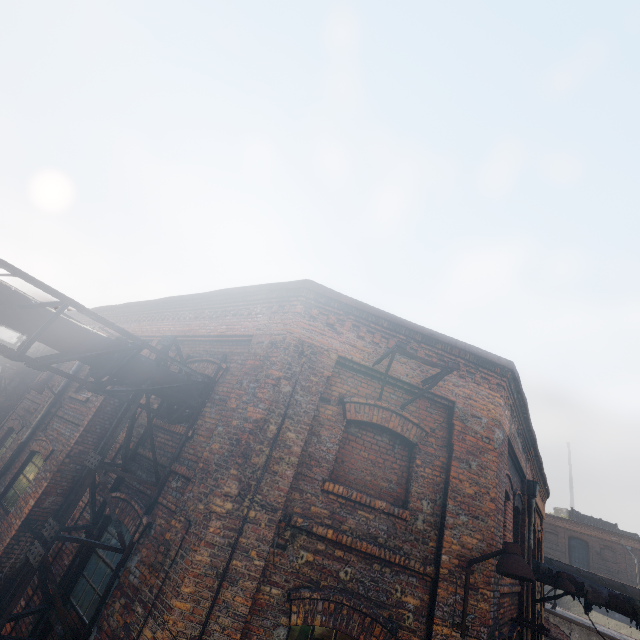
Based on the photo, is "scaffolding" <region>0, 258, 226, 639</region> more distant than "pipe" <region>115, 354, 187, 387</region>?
No

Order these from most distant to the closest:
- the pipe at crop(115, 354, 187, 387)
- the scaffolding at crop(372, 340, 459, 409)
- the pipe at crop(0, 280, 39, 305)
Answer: the pipe at crop(115, 354, 187, 387), the scaffolding at crop(372, 340, 459, 409), the pipe at crop(0, 280, 39, 305)

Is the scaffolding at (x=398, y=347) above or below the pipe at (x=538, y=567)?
above

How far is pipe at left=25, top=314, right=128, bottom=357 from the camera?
4.6m

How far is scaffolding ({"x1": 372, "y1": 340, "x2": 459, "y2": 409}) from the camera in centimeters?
470cm

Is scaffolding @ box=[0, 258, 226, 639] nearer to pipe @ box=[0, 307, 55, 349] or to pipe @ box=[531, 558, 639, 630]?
pipe @ box=[0, 307, 55, 349]

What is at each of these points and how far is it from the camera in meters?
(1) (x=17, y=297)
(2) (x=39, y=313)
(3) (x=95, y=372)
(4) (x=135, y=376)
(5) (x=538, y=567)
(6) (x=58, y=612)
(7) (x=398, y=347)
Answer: (1) pipe, 4.3 m
(2) pipe, 4.5 m
(3) pipe, 5.2 m
(4) pipe, 5.5 m
(5) pipe, 10.5 m
(6) scaffolding, 4.4 m
(7) scaffolding, 4.7 m

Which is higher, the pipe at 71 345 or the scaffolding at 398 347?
the scaffolding at 398 347
